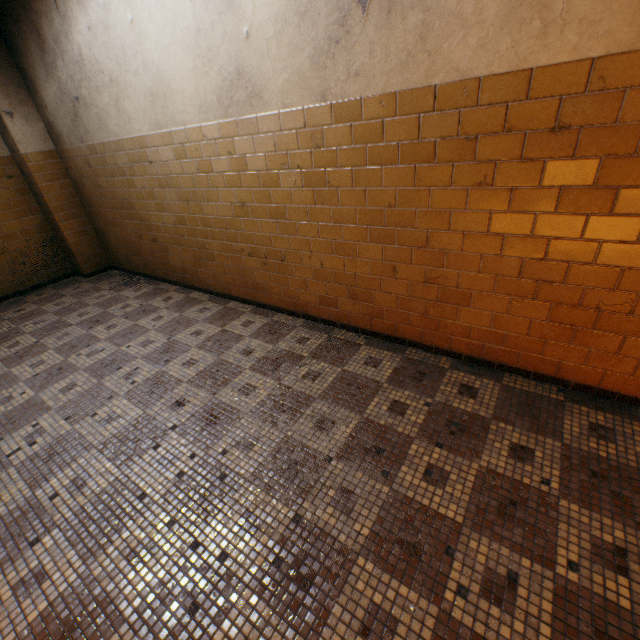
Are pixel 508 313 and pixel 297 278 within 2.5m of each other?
yes
